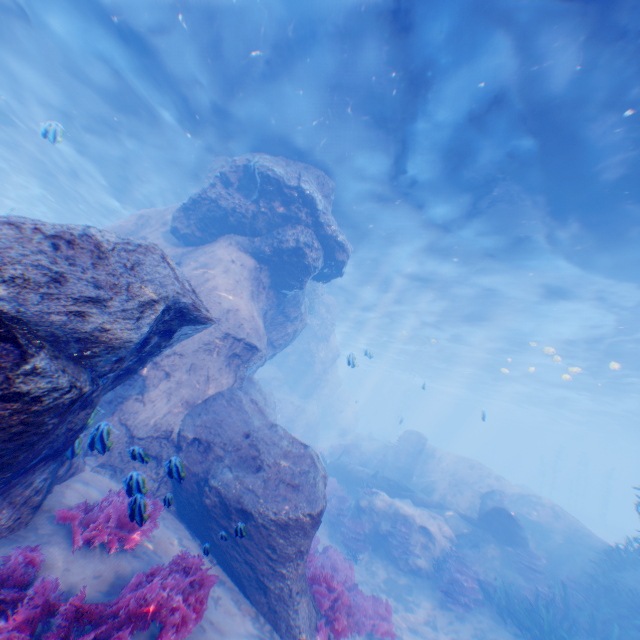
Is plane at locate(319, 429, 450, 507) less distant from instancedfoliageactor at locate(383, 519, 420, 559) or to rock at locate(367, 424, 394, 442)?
rock at locate(367, 424, 394, 442)

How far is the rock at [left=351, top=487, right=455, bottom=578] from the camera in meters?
12.8 m

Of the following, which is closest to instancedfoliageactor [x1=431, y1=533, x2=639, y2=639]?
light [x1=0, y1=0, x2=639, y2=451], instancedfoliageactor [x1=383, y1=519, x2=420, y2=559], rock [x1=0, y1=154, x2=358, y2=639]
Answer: rock [x1=0, y1=154, x2=358, y2=639]

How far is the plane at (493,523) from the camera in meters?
13.2 m

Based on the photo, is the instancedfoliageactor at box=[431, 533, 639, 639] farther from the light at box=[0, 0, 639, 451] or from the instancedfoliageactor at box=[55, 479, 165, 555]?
the instancedfoliageactor at box=[55, 479, 165, 555]

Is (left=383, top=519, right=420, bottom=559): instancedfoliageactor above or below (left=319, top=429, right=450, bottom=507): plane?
below

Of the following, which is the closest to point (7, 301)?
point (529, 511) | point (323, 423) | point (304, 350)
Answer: point (529, 511)

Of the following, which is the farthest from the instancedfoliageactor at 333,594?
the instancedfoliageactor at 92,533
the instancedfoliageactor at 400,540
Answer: the instancedfoliageactor at 92,533
